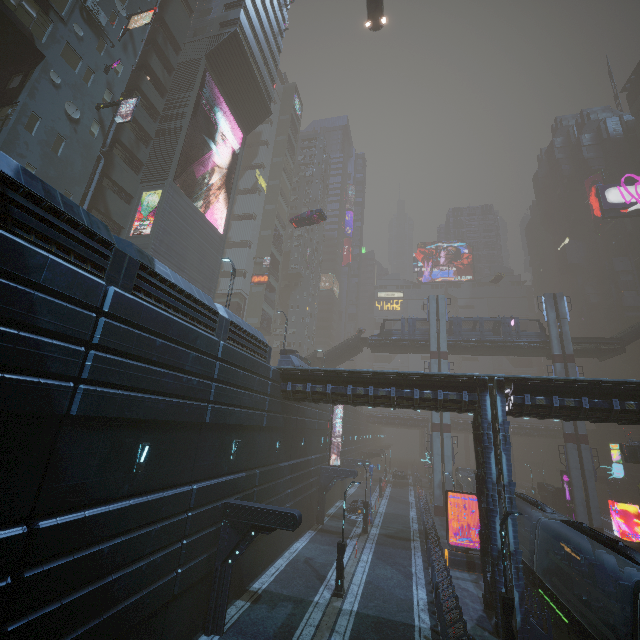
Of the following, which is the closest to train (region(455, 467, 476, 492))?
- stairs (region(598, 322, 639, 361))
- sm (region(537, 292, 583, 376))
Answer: sm (region(537, 292, 583, 376))

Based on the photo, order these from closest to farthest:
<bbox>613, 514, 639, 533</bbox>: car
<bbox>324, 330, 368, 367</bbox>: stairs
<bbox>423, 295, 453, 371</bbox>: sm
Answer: <bbox>613, 514, 639, 533</bbox>: car → <bbox>423, 295, 453, 371</bbox>: sm → <bbox>324, 330, 368, 367</bbox>: stairs

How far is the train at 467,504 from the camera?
31.6m

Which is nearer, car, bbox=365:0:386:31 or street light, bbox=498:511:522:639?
street light, bbox=498:511:522:639

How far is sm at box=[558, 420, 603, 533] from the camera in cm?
3300

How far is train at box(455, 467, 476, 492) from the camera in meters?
36.0

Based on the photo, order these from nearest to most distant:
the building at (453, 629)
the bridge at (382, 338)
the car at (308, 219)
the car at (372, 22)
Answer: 1. the building at (453, 629)
2. the car at (372, 22)
3. the car at (308, 219)
4. the bridge at (382, 338)

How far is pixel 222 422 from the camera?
14.7 meters
